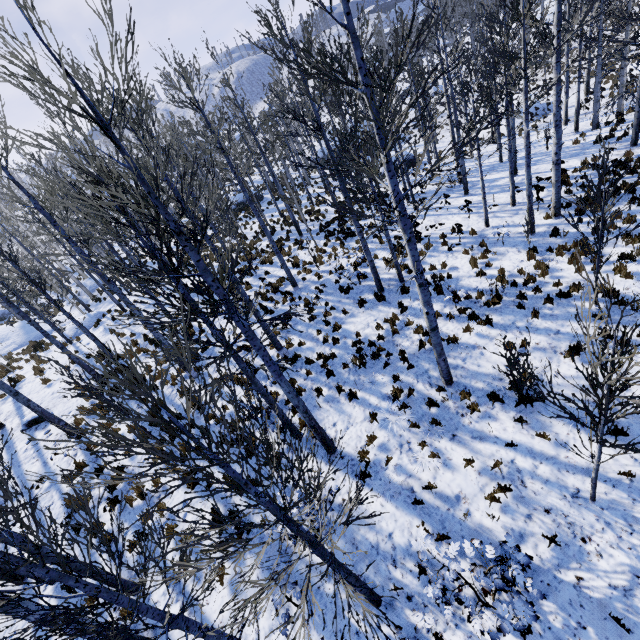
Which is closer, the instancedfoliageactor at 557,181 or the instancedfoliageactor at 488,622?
the instancedfoliageactor at 557,181

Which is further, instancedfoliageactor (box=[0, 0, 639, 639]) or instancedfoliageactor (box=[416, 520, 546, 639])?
instancedfoliageactor (box=[416, 520, 546, 639])

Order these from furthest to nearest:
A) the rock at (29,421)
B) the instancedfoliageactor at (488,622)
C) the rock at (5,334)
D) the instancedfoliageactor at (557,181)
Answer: the rock at (5,334), the rock at (29,421), the instancedfoliageactor at (488,622), the instancedfoliageactor at (557,181)

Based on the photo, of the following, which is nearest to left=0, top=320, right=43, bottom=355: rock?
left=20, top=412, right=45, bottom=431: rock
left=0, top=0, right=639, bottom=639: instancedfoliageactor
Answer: left=0, top=0, right=639, bottom=639: instancedfoliageactor

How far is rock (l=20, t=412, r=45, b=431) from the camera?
12.5m

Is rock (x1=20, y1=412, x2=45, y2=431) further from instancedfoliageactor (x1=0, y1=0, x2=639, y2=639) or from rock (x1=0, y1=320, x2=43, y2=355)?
rock (x1=0, y1=320, x2=43, y2=355)

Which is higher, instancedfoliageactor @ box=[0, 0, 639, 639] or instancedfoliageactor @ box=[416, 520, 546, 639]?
instancedfoliageactor @ box=[0, 0, 639, 639]

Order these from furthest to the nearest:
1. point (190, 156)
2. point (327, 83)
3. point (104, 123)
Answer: point (190, 156) < point (327, 83) < point (104, 123)
